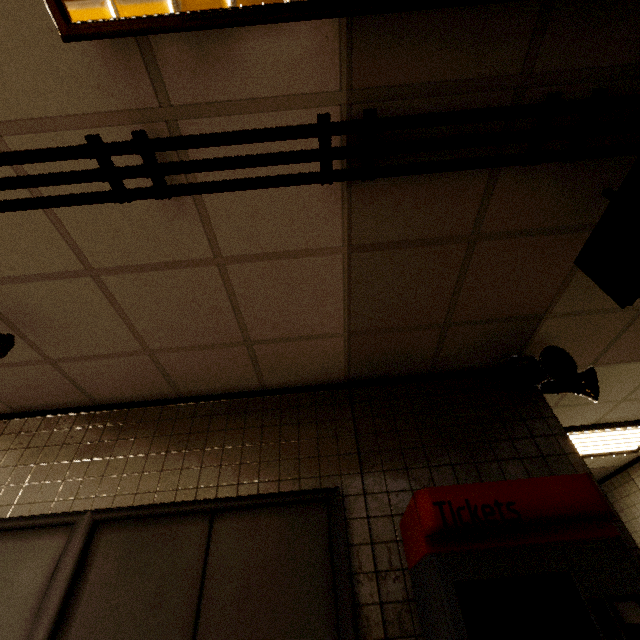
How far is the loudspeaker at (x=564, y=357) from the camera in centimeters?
244cm

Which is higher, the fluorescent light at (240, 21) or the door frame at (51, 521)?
the fluorescent light at (240, 21)

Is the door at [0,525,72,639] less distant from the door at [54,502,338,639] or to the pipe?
the door at [54,502,338,639]

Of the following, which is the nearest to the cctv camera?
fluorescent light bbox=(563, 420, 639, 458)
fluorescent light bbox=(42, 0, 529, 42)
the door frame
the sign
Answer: the door frame

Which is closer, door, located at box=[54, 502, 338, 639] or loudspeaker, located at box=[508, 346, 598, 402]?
door, located at box=[54, 502, 338, 639]

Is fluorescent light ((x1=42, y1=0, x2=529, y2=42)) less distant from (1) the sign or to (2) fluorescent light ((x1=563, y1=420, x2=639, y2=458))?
(1) the sign

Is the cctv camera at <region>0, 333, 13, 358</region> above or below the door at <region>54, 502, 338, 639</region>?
above

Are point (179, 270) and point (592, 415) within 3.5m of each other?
no
